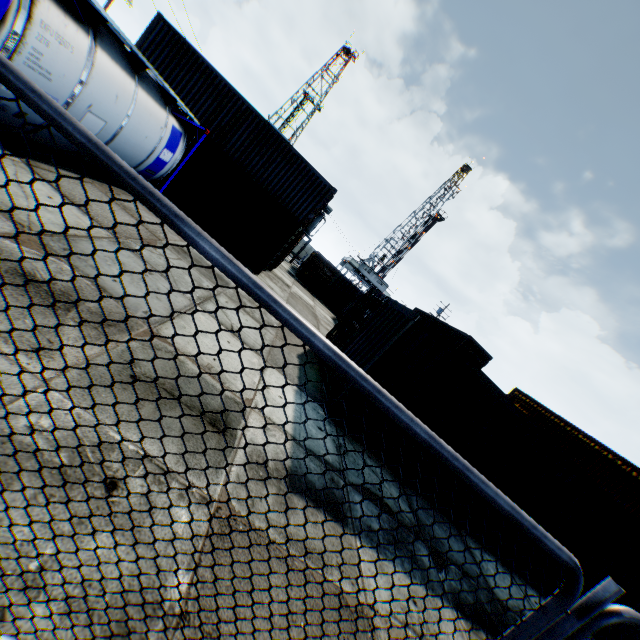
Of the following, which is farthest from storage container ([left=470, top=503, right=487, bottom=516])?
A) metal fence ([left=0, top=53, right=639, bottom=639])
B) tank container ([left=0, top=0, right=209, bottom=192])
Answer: tank container ([left=0, top=0, right=209, bottom=192])

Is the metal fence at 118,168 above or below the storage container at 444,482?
above

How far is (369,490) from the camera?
5.8m

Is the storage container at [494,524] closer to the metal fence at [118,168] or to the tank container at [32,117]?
the metal fence at [118,168]

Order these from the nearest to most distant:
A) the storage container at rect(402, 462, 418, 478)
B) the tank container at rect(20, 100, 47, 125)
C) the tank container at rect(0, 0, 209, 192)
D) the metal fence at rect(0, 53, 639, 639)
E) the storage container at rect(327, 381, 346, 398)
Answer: the metal fence at rect(0, 53, 639, 639), the tank container at rect(0, 0, 209, 192), the tank container at rect(20, 100, 47, 125), the storage container at rect(327, 381, 346, 398), the storage container at rect(402, 462, 418, 478)

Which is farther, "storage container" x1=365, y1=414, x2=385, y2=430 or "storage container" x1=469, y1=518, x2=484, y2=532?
"storage container" x1=469, y1=518, x2=484, y2=532
